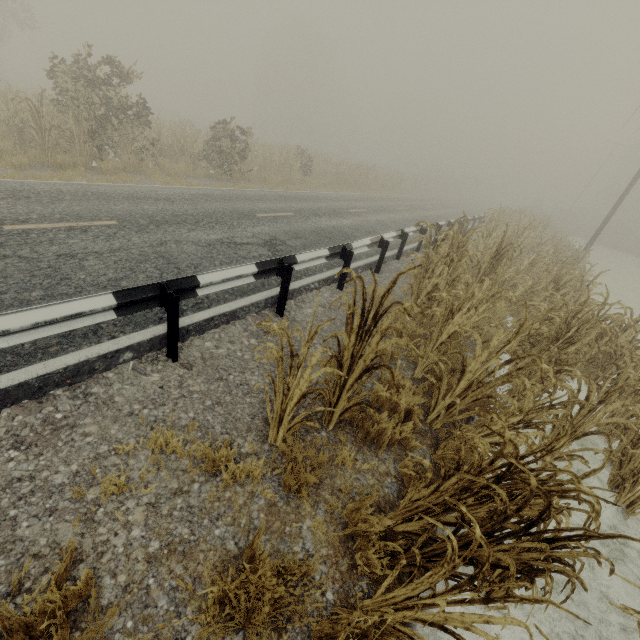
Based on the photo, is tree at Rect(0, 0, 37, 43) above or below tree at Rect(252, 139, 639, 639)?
above

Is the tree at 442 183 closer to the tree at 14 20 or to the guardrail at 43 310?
the guardrail at 43 310

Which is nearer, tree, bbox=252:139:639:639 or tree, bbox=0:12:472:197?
tree, bbox=252:139:639:639

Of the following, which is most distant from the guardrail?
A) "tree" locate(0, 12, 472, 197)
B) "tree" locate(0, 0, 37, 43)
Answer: "tree" locate(0, 0, 37, 43)

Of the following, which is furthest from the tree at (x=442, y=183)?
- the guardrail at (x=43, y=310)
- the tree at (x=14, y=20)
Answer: the tree at (x=14, y=20)

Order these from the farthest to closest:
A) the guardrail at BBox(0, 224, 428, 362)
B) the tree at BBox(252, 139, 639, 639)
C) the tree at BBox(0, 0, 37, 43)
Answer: the tree at BBox(0, 0, 37, 43) → the guardrail at BBox(0, 224, 428, 362) → the tree at BBox(252, 139, 639, 639)

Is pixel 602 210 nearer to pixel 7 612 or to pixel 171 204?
pixel 171 204

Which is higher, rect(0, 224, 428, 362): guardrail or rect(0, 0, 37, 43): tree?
rect(0, 0, 37, 43): tree
